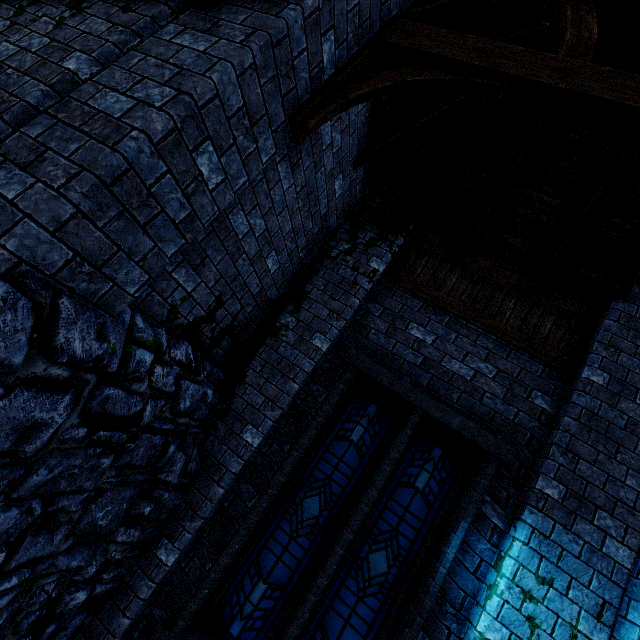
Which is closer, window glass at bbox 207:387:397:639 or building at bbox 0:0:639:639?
building at bbox 0:0:639:639

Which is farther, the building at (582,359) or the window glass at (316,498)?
the window glass at (316,498)

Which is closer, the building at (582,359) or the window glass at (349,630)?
the building at (582,359)

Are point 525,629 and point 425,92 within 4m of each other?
no

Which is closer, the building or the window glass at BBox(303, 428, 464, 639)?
the building
